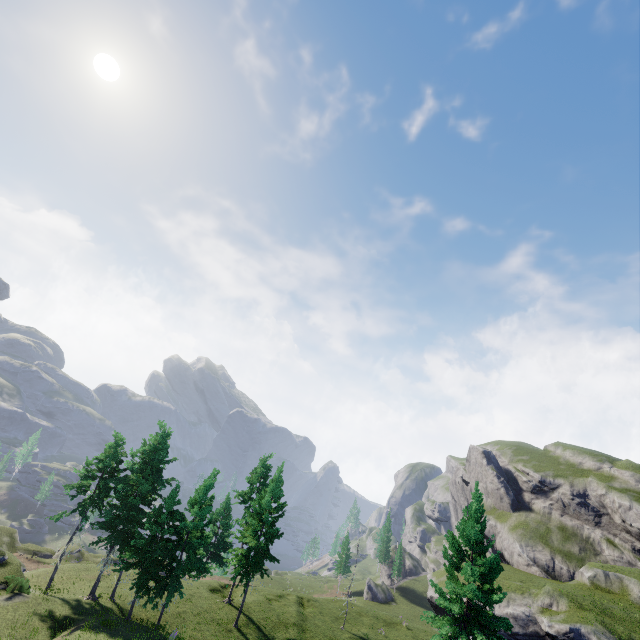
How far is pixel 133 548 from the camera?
23.92m
